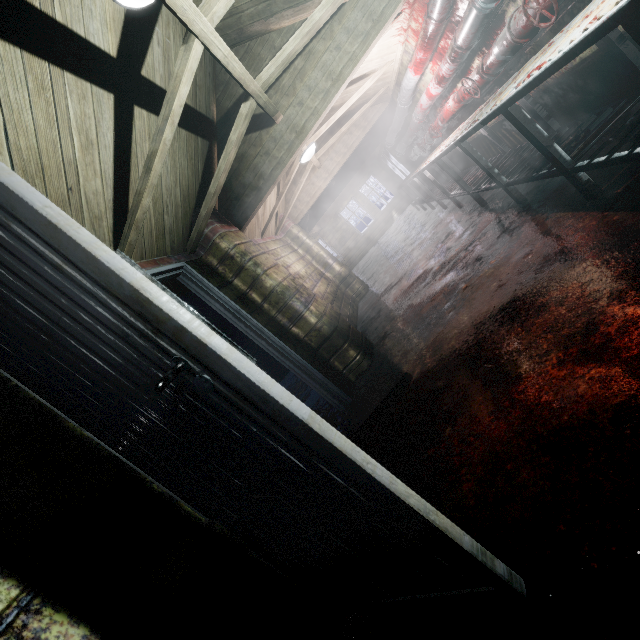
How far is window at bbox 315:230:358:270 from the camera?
12.94m

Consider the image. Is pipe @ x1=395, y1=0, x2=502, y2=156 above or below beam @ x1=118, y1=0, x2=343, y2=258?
below

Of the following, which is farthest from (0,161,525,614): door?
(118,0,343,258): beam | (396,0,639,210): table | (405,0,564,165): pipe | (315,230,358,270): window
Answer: (315,230,358,270): window

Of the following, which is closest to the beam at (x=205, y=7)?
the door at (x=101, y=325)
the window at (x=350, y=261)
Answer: the door at (x=101, y=325)

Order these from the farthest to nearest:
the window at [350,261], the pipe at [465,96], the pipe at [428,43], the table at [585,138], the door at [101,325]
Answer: the window at [350,261] → the pipe at [428,43] → the pipe at [465,96] → the table at [585,138] → the door at [101,325]

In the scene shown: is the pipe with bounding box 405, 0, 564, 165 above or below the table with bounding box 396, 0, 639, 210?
above

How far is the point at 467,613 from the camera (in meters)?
1.00

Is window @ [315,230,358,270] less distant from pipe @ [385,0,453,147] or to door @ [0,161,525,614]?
pipe @ [385,0,453,147]
